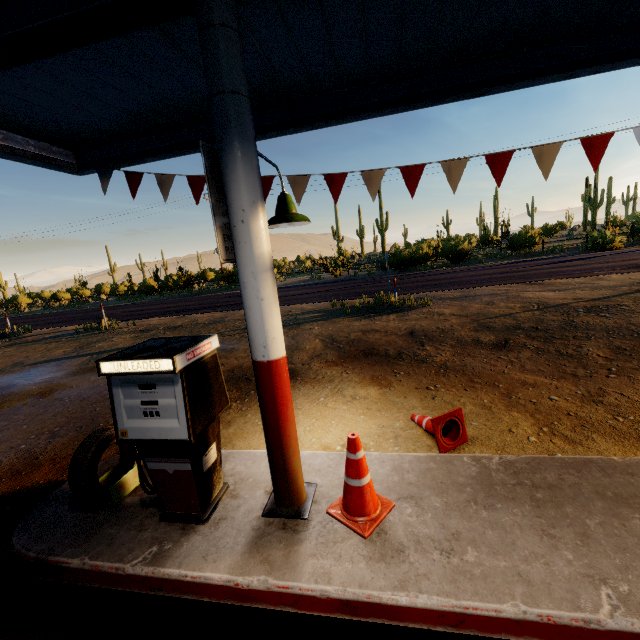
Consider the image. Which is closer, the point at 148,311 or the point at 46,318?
the point at 148,311

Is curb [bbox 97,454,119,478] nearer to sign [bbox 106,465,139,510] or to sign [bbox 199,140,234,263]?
sign [bbox 106,465,139,510]

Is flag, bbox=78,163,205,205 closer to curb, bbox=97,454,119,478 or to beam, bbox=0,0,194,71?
beam, bbox=0,0,194,71

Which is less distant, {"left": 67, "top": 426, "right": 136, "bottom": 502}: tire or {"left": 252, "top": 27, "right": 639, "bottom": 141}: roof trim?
{"left": 67, "top": 426, "right": 136, "bottom": 502}: tire

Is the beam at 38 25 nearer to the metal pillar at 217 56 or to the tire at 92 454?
the metal pillar at 217 56

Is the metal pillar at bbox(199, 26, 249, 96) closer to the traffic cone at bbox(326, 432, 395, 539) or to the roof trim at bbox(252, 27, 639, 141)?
the traffic cone at bbox(326, 432, 395, 539)

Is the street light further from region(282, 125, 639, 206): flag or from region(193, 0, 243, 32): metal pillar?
region(282, 125, 639, 206): flag

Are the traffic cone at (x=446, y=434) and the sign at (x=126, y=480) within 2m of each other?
no
